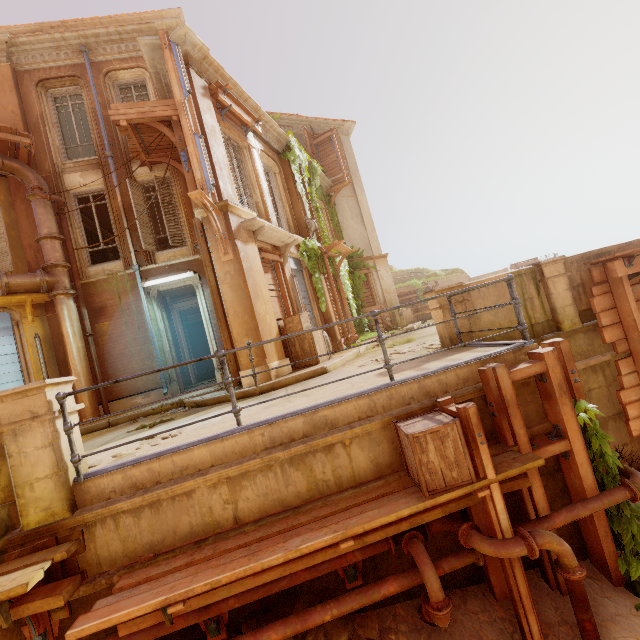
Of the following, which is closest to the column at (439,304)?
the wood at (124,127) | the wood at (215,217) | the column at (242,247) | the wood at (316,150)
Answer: the column at (242,247)

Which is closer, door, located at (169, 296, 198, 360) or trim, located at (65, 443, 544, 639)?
trim, located at (65, 443, 544, 639)

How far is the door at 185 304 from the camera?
13.2m

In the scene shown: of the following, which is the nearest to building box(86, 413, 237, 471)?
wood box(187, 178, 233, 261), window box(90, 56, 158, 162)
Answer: wood box(187, 178, 233, 261)

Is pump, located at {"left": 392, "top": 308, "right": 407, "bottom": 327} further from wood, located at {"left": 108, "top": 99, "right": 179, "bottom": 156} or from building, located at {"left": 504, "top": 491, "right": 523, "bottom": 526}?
building, located at {"left": 504, "top": 491, "right": 523, "bottom": 526}

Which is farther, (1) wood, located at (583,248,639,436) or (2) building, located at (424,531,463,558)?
(1) wood, located at (583,248,639,436)

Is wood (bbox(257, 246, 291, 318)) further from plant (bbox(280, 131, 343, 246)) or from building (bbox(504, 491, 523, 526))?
building (bbox(504, 491, 523, 526))

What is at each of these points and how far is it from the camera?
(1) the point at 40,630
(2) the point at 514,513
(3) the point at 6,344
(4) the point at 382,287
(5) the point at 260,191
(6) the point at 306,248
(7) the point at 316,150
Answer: (1) wood, 3.3m
(2) building, 4.1m
(3) shutter, 9.7m
(4) column, 18.8m
(5) window, 10.9m
(6) plant, 12.6m
(7) wood, 18.4m
